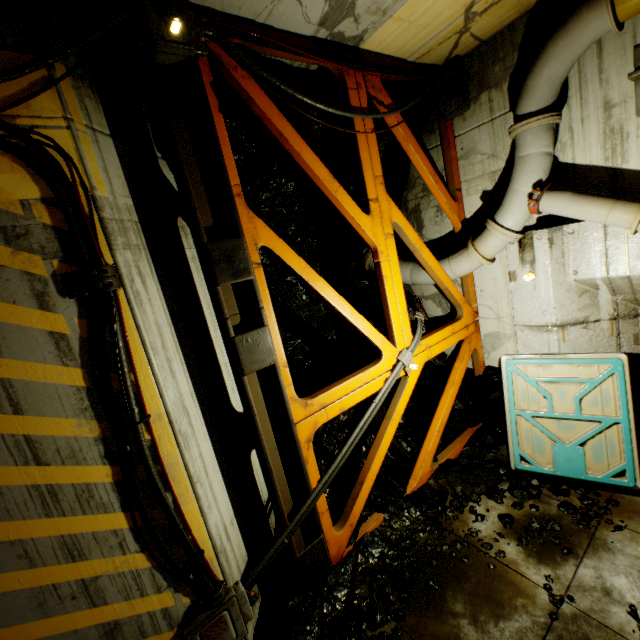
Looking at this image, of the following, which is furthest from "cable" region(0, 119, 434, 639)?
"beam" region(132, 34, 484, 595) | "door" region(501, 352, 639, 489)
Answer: "door" region(501, 352, 639, 489)

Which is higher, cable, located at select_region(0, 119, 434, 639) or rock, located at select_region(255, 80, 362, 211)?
rock, located at select_region(255, 80, 362, 211)

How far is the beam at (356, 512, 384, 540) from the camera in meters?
4.9 m

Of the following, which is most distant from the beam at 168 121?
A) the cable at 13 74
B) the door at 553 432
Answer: the door at 553 432

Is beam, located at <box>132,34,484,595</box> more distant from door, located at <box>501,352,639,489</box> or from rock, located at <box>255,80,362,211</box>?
door, located at <box>501,352,639,489</box>

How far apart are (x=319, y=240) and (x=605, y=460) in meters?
5.8 m
